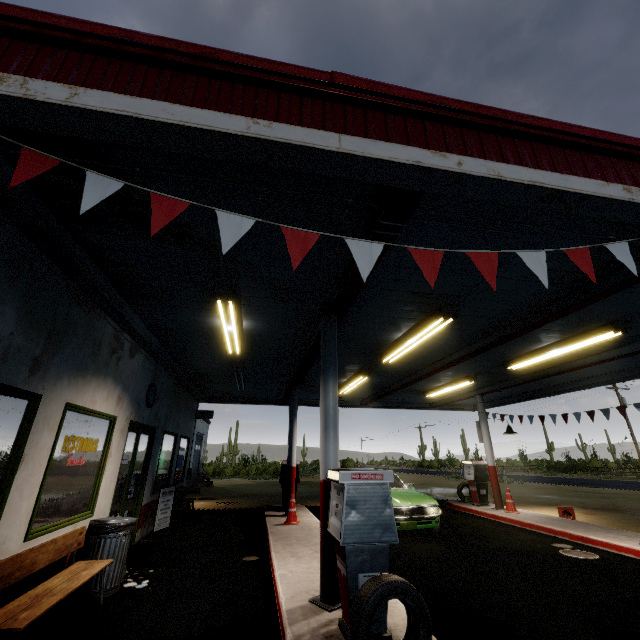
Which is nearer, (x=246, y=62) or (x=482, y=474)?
(x=246, y=62)

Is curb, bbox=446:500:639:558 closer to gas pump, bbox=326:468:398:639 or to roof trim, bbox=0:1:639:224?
roof trim, bbox=0:1:639:224

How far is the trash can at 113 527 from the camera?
4.7 meters

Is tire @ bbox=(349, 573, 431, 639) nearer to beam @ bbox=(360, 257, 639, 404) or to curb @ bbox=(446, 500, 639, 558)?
beam @ bbox=(360, 257, 639, 404)

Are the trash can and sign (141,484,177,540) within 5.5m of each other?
yes

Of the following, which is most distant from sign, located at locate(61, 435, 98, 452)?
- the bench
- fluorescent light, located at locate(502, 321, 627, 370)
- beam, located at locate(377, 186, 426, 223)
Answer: fluorescent light, located at locate(502, 321, 627, 370)

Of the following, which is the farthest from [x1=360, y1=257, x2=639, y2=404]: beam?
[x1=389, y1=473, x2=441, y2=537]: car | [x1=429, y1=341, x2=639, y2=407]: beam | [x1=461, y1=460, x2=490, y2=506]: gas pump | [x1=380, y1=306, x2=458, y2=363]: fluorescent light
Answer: [x1=461, y1=460, x2=490, y2=506]: gas pump

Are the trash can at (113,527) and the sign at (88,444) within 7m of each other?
yes
